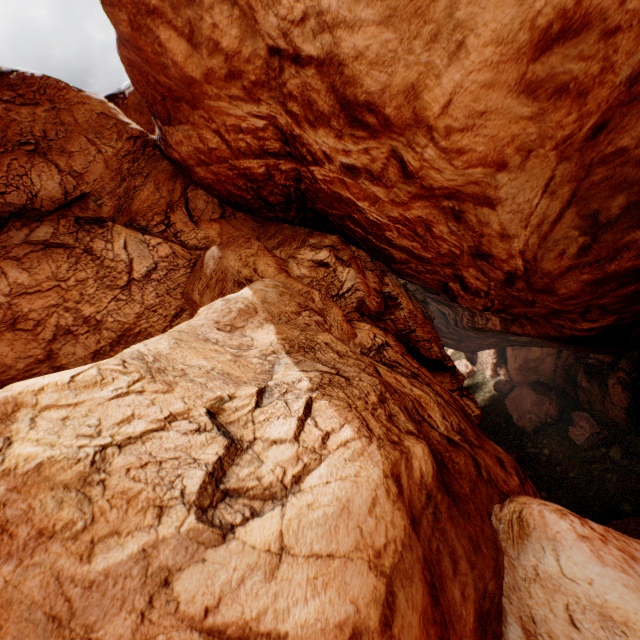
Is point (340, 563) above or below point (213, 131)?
below
